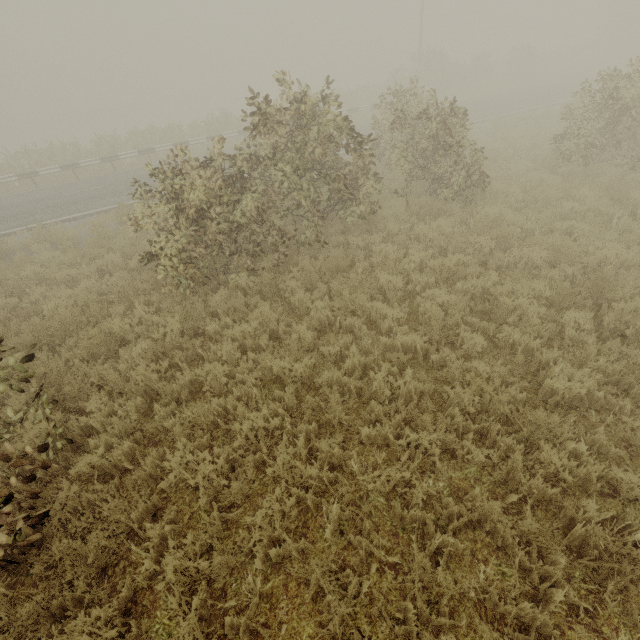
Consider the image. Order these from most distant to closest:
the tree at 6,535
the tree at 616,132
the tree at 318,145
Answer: the tree at 616,132
the tree at 318,145
the tree at 6,535

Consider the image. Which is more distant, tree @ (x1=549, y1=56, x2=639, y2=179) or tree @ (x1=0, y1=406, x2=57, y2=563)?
tree @ (x1=549, y1=56, x2=639, y2=179)

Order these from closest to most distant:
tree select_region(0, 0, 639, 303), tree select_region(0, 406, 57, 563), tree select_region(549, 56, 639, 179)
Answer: tree select_region(0, 406, 57, 563)
tree select_region(0, 0, 639, 303)
tree select_region(549, 56, 639, 179)

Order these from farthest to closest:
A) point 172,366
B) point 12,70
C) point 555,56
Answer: point 12,70 < point 555,56 < point 172,366

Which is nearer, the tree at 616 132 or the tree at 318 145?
the tree at 318 145
